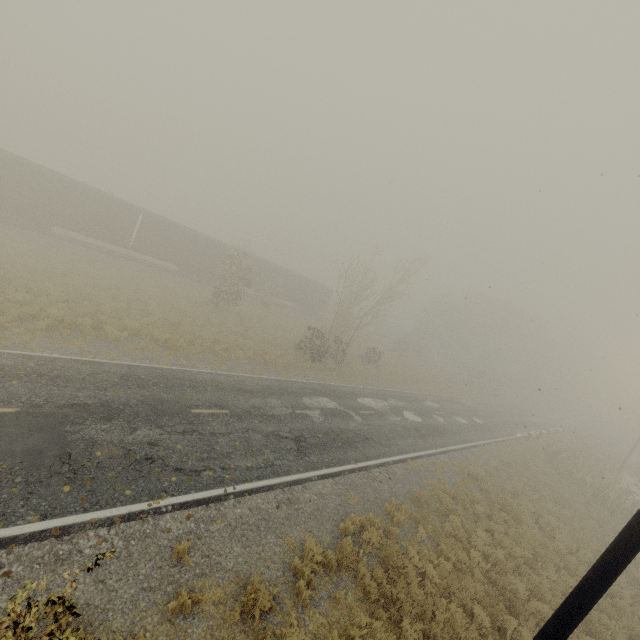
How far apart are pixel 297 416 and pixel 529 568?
10.3 meters

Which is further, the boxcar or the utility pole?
the boxcar

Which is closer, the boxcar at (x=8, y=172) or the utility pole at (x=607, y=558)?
the utility pole at (x=607, y=558)
